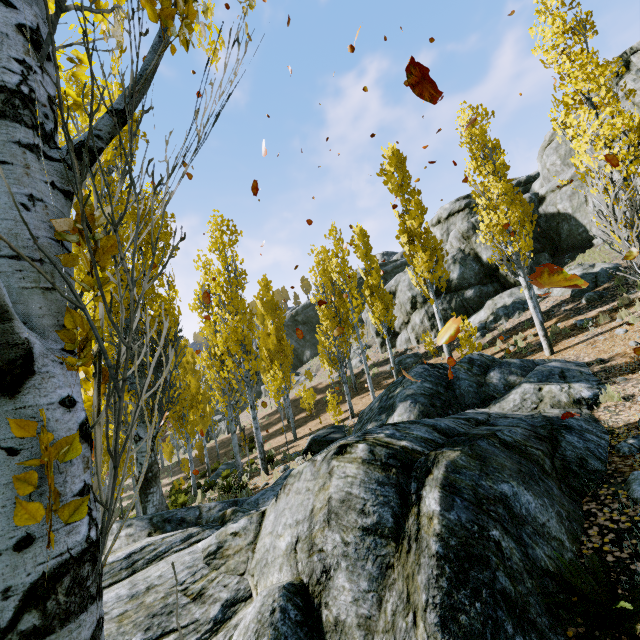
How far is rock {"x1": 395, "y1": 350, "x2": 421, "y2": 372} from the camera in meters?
21.8

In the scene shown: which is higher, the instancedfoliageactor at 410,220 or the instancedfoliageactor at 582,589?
the instancedfoliageactor at 410,220

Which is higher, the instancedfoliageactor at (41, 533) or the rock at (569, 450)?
the instancedfoliageactor at (41, 533)

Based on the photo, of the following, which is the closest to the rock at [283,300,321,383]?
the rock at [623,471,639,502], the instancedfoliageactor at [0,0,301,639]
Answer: the instancedfoliageactor at [0,0,301,639]

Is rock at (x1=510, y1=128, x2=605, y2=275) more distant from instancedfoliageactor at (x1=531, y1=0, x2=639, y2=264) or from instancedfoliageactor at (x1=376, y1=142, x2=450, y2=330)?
instancedfoliageactor at (x1=376, y1=142, x2=450, y2=330)

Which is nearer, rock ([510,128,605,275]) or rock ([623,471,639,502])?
rock ([623,471,639,502])

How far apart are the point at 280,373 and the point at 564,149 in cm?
2442
